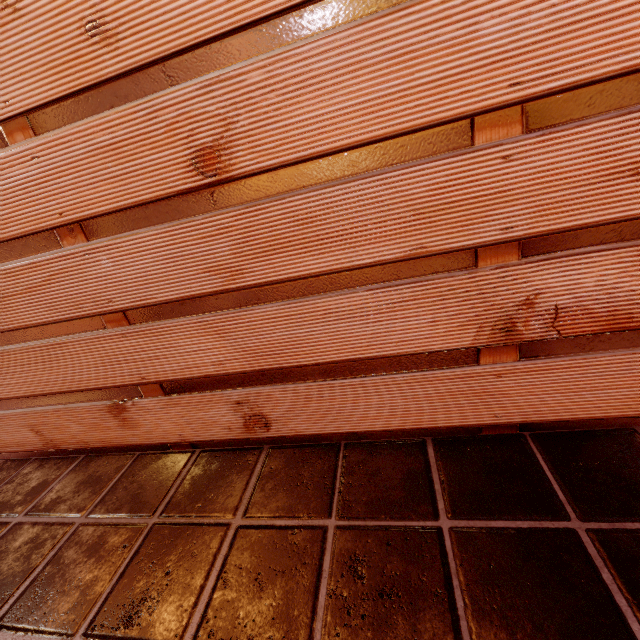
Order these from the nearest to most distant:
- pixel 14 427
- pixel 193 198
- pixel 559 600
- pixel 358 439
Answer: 1. pixel 559 600
2. pixel 193 198
3. pixel 358 439
4. pixel 14 427
